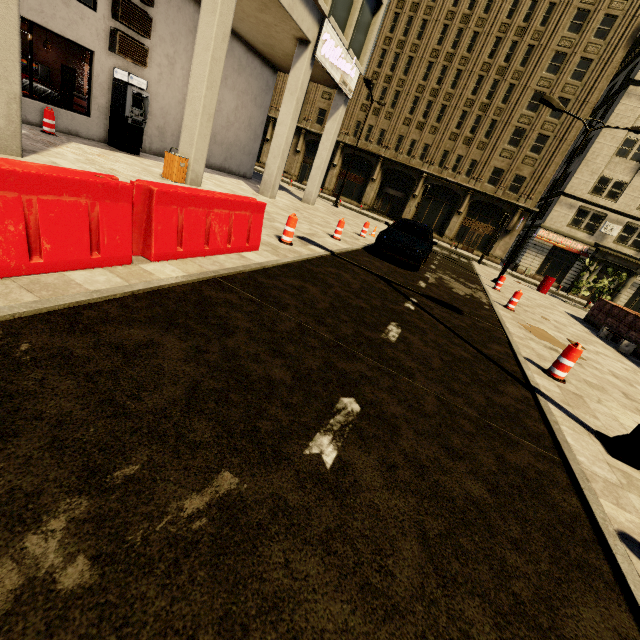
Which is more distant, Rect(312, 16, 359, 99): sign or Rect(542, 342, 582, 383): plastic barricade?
Rect(312, 16, 359, 99): sign

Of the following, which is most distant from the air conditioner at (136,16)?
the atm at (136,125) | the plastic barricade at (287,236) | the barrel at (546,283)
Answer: the barrel at (546,283)

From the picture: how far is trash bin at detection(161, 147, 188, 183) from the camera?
9.61m

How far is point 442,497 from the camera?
2.4m

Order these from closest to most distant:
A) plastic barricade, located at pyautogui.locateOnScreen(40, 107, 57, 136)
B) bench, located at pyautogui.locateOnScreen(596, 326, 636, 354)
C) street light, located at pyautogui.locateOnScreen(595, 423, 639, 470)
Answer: street light, located at pyautogui.locateOnScreen(595, 423, 639, 470), plastic barricade, located at pyautogui.locateOnScreen(40, 107, 57, 136), bench, located at pyautogui.locateOnScreen(596, 326, 636, 354)

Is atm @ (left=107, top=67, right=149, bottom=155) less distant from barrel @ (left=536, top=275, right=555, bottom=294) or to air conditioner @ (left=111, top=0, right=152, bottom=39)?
air conditioner @ (left=111, top=0, right=152, bottom=39)

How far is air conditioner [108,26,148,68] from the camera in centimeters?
1056cm

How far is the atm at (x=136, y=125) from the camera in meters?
11.0
